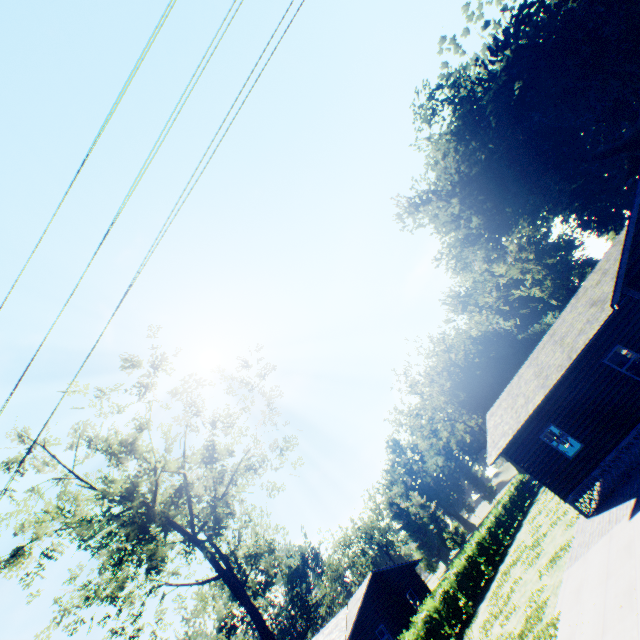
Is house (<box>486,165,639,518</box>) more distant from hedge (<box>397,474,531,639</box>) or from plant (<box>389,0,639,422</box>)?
plant (<box>389,0,639,422</box>)

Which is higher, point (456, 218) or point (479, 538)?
point (456, 218)

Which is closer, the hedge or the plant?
the hedge

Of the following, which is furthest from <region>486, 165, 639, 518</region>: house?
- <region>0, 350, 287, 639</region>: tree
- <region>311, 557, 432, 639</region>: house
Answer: <region>311, 557, 432, 639</region>: house

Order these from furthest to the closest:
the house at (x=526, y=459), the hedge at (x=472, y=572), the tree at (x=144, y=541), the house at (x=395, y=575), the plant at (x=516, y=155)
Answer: the plant at (x=516, y=155)
the house at (x=395, y=575)
the hedge at (x=472, y=572)
the tree at (x=144, y=541)
the house at (x=526, y=459)

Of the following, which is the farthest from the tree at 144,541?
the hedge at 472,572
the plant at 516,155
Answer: the plant at 516,155

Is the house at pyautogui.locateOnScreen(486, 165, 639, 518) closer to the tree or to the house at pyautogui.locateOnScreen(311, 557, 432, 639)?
the tree

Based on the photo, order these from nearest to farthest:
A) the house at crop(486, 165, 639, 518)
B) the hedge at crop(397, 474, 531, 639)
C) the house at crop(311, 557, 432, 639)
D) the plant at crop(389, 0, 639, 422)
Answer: the house at crop(486, 165, 639, 518)
the hedge at crop(397, 474, 531, 639)
the house at crop(311, 557, 432, 639)
the plant at crop(389, 0, 639, 422)
